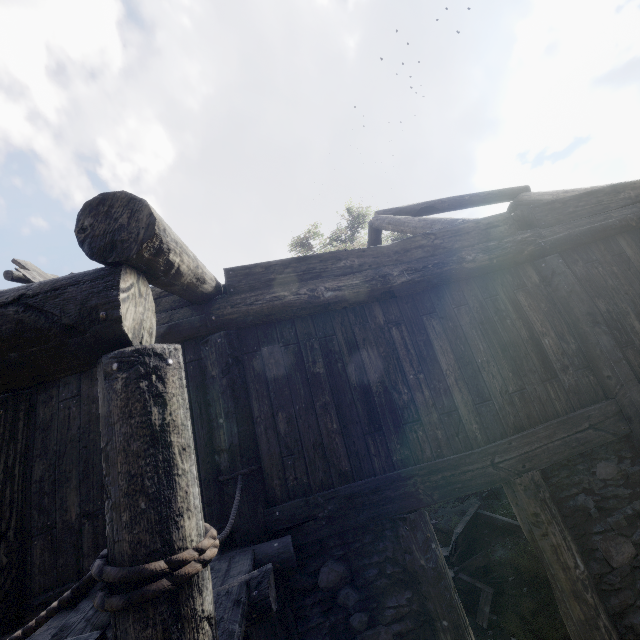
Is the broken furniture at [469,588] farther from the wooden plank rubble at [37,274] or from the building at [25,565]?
the wooden plank rubble at [37,274]

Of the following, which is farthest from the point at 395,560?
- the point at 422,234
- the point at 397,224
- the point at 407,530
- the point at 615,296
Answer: the point at 397,224

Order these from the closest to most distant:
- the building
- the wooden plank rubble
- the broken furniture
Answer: the building < the broken furniture < the wooden plank rubble

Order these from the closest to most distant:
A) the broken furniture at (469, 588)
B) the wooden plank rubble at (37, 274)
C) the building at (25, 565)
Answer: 1. the building at (25, 565)
2. the broken furniture at (469, 588)
3. the wooden plank rubble at (37, 274)

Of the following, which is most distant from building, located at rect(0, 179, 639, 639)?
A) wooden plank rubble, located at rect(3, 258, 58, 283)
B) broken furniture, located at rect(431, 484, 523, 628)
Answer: broken furniture, located at rect(431, 484, 523, 628)

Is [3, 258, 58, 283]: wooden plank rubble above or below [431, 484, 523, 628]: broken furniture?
above

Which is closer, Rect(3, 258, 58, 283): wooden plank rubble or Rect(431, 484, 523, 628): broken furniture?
Rect(431, 484, 523, 628): broken furniture

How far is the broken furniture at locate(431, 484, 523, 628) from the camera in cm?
464
